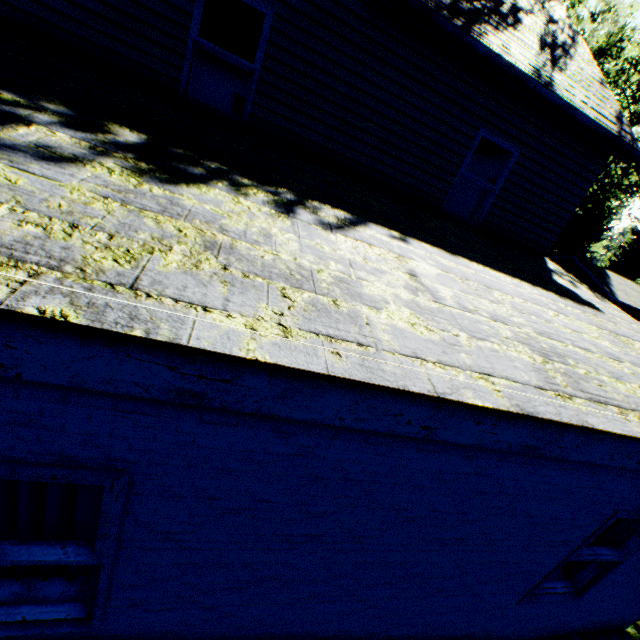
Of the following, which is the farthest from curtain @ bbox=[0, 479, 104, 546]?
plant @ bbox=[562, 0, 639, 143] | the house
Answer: the house

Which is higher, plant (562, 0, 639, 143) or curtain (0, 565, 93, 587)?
plant (562, 0, 639, 143)

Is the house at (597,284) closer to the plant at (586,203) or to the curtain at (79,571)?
the plant at (586,203)

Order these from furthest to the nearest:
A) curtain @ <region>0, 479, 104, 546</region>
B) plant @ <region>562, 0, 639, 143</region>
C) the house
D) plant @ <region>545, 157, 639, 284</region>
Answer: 1. the house
2. plant @ <region>545, 157, 639, 284</region>
3. plant @ <region>562, 0, 639, 143</region>
4. curtain @ <region>0, 479, 104, 546</region>

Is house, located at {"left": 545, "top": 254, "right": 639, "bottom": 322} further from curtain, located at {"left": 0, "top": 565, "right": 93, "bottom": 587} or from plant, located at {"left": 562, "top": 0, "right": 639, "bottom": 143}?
curtain, located at {"left": 0, "top": 565, "right": 93, "bottom": 587}

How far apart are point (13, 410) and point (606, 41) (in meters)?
18.15

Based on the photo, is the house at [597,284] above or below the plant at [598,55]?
below
